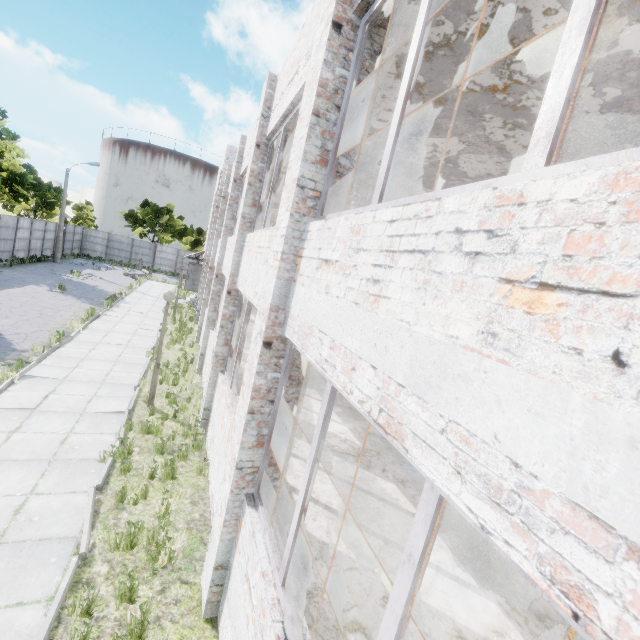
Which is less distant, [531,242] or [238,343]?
[531,242]

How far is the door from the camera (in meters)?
25.34

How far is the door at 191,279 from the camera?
25.3 meters
